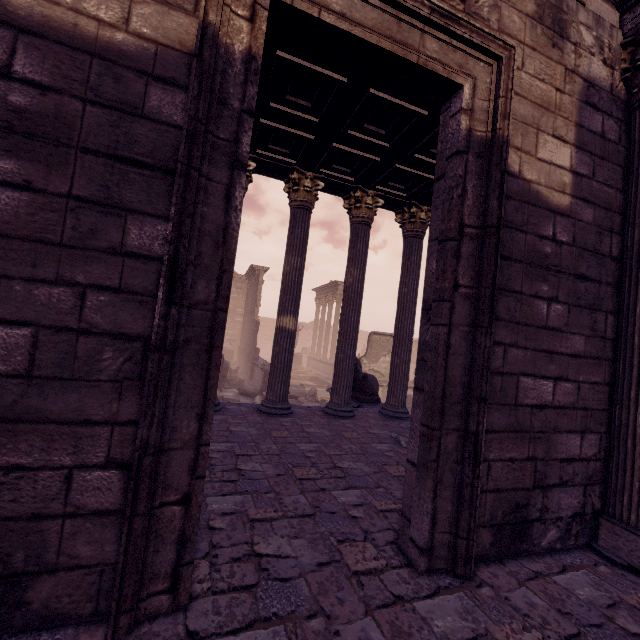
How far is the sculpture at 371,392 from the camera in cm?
864

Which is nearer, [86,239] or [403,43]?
[86,239]

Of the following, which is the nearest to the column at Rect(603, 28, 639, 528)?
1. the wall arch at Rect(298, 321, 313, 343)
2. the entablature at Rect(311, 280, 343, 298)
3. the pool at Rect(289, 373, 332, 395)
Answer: the pool at Rect(289, 373, 332, 395)

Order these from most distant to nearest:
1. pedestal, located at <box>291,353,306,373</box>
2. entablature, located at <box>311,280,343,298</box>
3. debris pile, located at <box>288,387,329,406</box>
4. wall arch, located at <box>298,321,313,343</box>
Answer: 1. wall arch, located at <box>298,321,313,343</box>
2. entablature, located at <box>311,280,343,298</box>
3. pedestal, located at <box>291,353,306,373</box>
4. debris pile, located at <box>288,387,329,406</box>

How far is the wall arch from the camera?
44.3 meters

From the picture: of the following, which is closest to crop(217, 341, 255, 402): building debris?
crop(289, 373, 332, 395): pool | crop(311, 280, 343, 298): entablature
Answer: crop(289, 373, 332, 395): pool

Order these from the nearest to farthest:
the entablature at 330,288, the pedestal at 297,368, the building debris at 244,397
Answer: the building debris at 244,397 < the pedestal at 297,368 < the entablature at 330,288

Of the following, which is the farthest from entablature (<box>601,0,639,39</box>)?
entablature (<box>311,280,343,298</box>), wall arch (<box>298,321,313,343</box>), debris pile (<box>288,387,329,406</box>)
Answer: wall arch (<box>298,321,313,343</box>)
